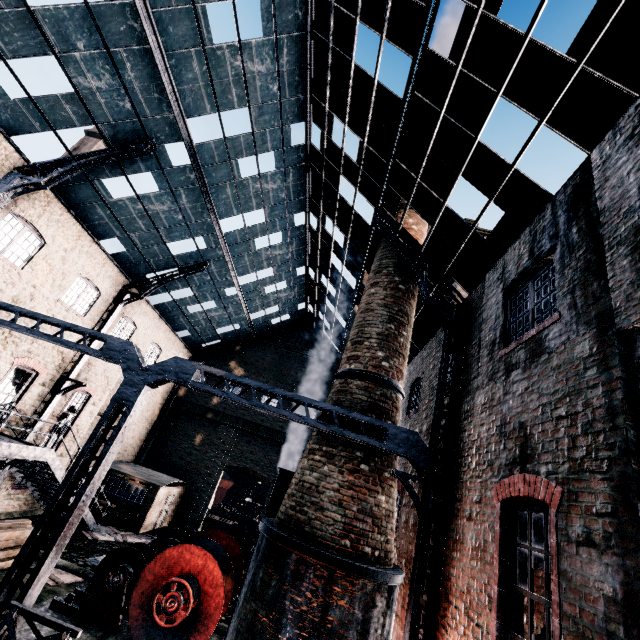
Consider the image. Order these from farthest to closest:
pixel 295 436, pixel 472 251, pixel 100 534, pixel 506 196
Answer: pixel 295 436 < pixel 100 534 < pixel 472 251 < pixel 506 196

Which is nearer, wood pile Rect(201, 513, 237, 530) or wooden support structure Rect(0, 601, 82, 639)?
wooden support structure Rect(0, 601, 82, 639)

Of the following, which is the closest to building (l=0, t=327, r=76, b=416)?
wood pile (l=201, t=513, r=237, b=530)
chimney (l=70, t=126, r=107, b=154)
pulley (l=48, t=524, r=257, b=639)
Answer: wood pile (l=201, t=513, r=237, b=530)

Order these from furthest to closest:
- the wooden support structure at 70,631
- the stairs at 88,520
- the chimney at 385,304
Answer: the stairs at 88,520, the chimney at 385,304, the wooden support structure at 70,631

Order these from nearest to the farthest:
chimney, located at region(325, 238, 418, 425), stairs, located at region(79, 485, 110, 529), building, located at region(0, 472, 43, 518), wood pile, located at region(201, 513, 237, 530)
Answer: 1. chimney, located at region(325, 238, 418, 425)
2. building, located at region(0, 472, 43, 518)
3. stairs, located at region(79, 485, 110, 529)
4. wood pile, located at region(201, 513, 237, 530)

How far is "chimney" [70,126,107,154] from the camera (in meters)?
37.47

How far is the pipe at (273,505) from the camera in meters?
12.3 m

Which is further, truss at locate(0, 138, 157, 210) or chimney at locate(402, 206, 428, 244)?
chimney at locate(402, 206, 428, 244)
